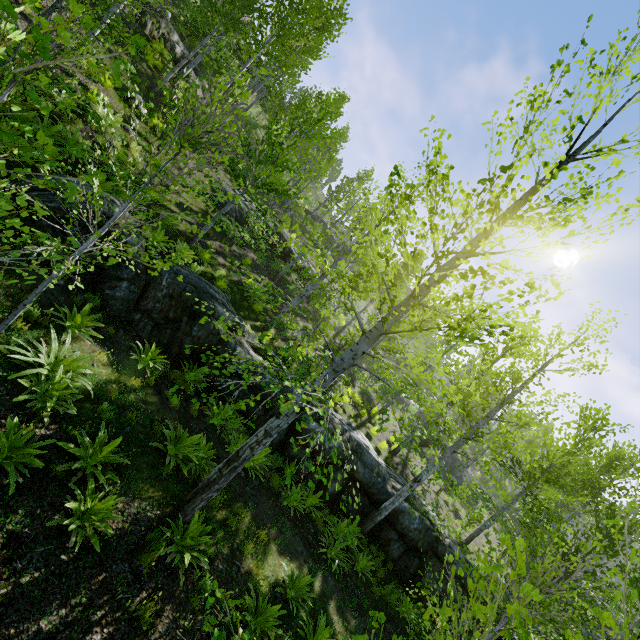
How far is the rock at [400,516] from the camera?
10.16m

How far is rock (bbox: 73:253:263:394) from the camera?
8.36m

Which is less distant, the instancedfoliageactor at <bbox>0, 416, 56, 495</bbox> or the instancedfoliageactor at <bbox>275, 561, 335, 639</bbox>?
the instancedfoliageactor at <bbox>0, 416, 56, 495</bbox>

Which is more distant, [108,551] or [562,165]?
[562,165]

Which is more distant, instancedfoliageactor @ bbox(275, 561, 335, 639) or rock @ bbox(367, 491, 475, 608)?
rock @ bbox(367, 491, 475, 608)

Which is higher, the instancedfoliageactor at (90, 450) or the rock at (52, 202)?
the rock at (52, 202)
